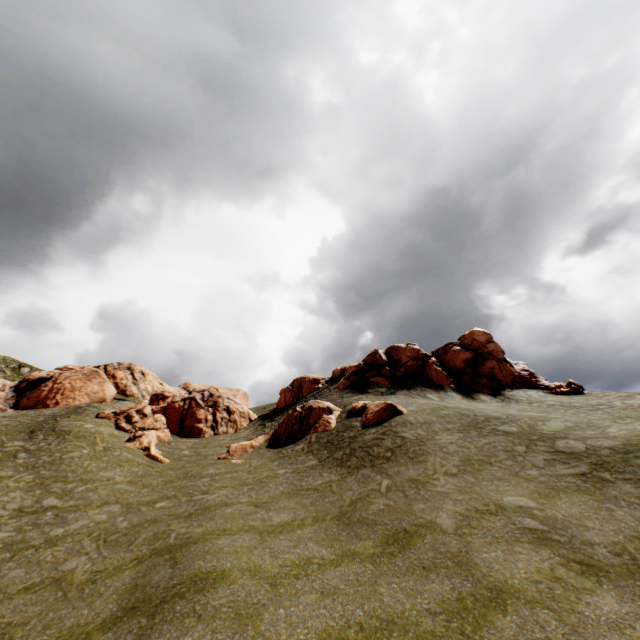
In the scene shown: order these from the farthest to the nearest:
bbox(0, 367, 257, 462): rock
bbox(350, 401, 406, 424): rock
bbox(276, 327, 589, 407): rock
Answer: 1. bbox(276, 327, 589, 407): rock
2. bbox(0, 367, 257, 462): rock
3. bbox(350, 401, 406, 424): rock

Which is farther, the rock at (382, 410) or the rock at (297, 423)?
the rock at (297, 423)

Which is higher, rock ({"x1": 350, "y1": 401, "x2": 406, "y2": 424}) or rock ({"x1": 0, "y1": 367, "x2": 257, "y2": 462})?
rock ({"x1": 0, "y1": 367, "x2": 257, "y2": 462})

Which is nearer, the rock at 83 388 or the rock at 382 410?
the rock at 382 410

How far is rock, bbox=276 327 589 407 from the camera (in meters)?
32.16

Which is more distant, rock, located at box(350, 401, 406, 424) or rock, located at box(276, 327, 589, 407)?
rock, located at box(276, 327, 589, 407)

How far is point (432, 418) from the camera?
21.2 meters
